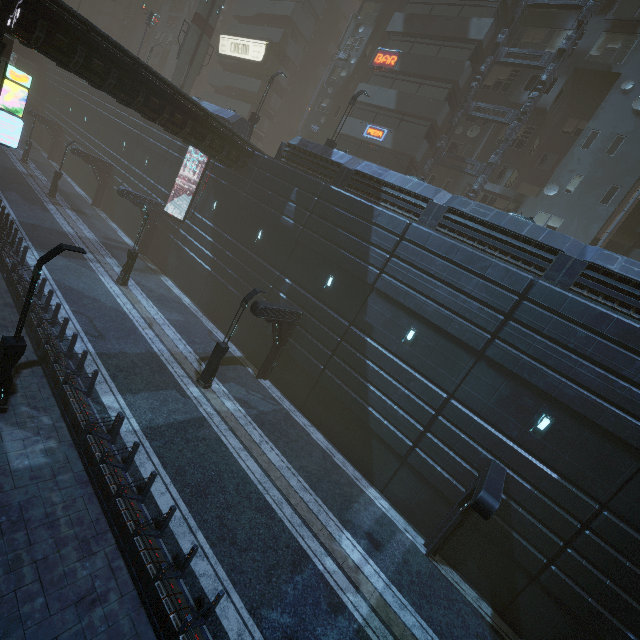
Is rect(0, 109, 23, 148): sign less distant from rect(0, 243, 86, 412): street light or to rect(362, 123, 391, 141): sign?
rect(0, 243, 86, 412): street light

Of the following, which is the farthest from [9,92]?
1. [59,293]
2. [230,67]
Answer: [230,67]

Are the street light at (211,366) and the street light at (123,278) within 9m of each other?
no

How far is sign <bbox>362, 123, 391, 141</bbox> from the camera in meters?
27.3

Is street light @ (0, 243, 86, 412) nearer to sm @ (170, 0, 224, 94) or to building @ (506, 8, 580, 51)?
building @ (506, 8, 580, 51)

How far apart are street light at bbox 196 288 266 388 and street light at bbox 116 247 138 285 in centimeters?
1006cm

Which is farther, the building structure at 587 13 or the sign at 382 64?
the sign at 382 64

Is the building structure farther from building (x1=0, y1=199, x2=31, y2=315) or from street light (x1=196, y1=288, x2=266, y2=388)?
street light (x1=196, y1=288, x2=266, y2=388)
